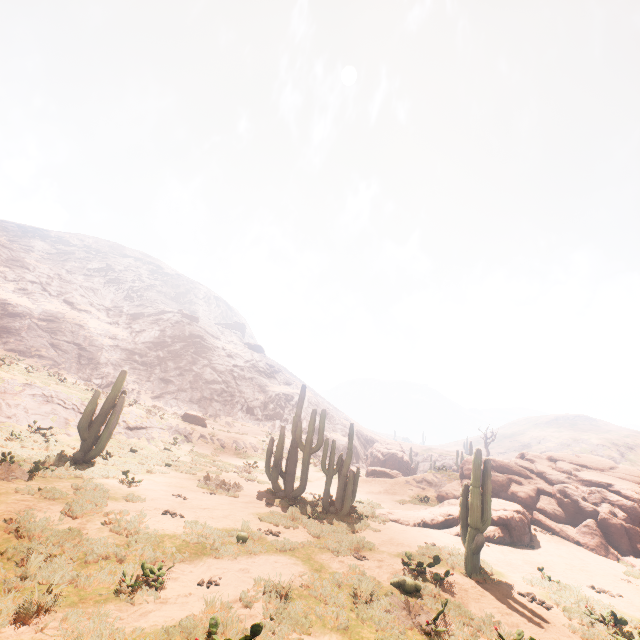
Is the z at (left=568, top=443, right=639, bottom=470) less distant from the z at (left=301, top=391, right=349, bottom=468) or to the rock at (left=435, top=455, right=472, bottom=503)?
the z at (left=301, top=391, right=349, bottom=468)

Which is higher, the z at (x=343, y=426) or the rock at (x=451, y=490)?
the z at (x=343, y=426)

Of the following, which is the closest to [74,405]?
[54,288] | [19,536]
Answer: [19,536]

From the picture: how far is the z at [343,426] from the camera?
44.6 meters

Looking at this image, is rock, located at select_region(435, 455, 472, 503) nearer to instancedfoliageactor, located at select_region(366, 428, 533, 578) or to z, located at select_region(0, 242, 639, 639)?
instancedfoliageactor, located at select_region(366, 428, 533, 578)

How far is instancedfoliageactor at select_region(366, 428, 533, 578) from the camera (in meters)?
9.55

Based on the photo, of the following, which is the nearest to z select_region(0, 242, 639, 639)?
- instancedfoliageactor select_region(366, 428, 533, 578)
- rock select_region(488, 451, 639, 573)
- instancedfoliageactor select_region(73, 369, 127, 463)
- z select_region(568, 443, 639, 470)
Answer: instancedfoliageactor select_region(73, 369, 127, 463)

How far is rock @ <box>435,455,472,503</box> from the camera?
20.3 meters
